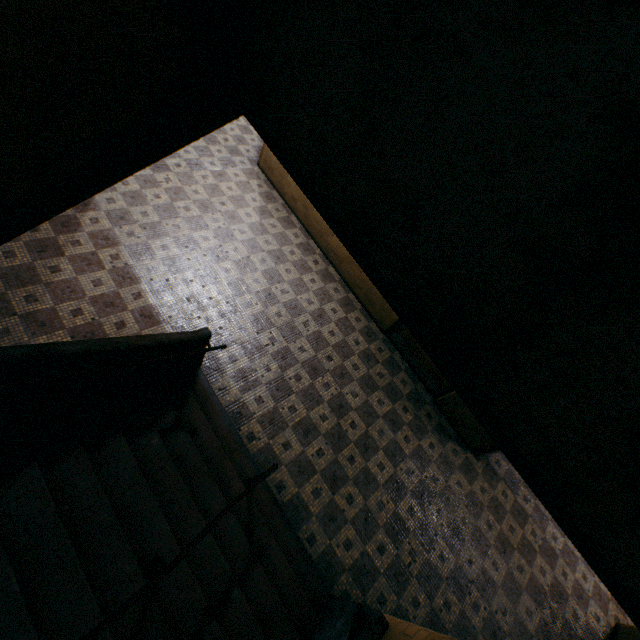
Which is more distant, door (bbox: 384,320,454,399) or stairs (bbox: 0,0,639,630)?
door (bbox: 384,320,454,399)

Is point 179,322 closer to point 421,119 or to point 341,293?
point 341,293

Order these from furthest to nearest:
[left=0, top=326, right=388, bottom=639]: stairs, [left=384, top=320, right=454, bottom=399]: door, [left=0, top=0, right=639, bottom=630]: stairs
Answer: [left=384, top=320, right=454, bottom=399]: door → [left=0, top=326, right=388, bottom=639]: stairs → [left=0, top=0, right=639, bottom=630]: stairs

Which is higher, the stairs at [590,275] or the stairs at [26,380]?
the stairs at [590,275]

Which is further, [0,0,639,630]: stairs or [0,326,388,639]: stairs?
[0,326,388,639]: stairs

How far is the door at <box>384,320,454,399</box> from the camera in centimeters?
637cm

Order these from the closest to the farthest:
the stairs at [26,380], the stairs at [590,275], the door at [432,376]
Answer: the stairs at [590,275] → the stairs at [26,380] → the door at [432,376]
